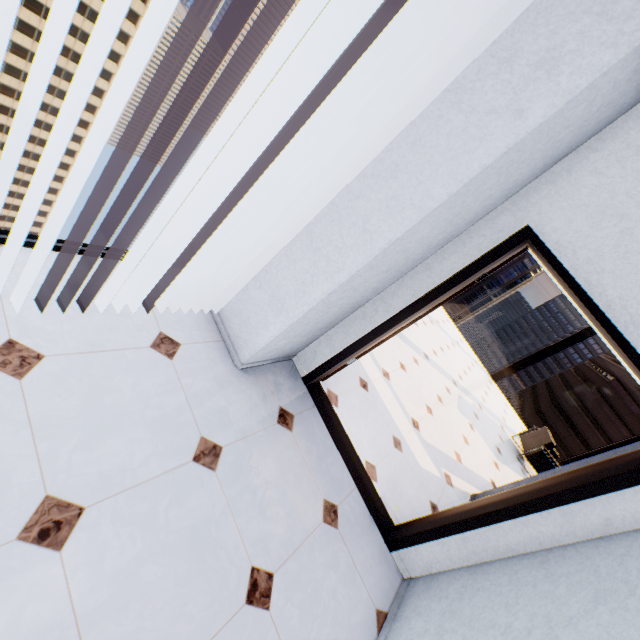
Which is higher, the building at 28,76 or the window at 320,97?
the window at 320,97

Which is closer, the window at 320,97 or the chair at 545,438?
the window at 320,97

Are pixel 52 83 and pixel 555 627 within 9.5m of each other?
no

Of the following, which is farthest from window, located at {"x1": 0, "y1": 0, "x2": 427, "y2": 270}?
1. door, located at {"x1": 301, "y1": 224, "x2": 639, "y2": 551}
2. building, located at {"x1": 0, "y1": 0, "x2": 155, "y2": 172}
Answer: building, located at {"x1": 0, "y1": 0, "x2": 155, "y2": 172}

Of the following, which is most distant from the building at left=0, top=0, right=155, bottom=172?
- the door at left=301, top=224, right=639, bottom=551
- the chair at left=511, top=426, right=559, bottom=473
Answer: the chair at left=511, top=426, right=559, bottom=473

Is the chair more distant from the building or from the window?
the building

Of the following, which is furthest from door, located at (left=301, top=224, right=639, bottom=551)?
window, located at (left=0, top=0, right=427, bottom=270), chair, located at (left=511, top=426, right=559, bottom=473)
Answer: chair, located at (left=511, top=426, right=559, bottom=473)

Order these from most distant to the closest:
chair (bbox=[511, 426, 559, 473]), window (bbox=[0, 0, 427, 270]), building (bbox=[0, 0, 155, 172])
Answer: building (bbox=[0, 0, 155, 172]), chair (bbox=[511, 426, 559, 473]), window (bbox=[0, 0, 427, 270])
